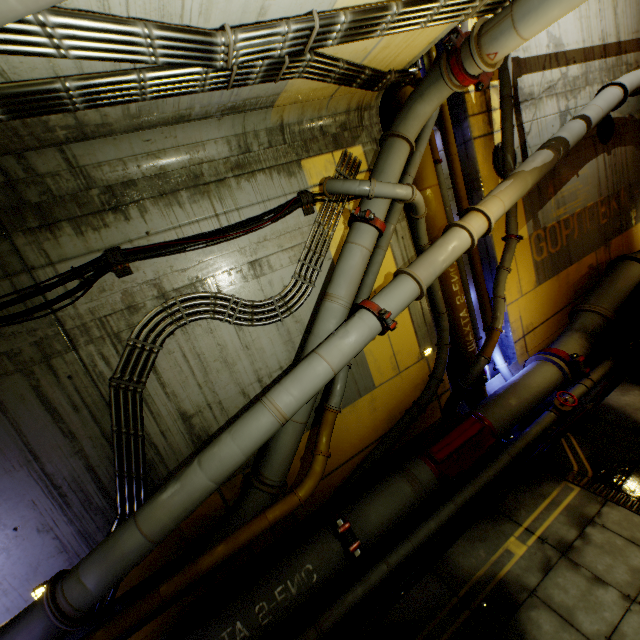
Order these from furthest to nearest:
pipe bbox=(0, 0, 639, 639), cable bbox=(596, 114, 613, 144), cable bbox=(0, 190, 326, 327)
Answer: cable bbox=(596, 114, 613, 144) < cable bbox=(0, 190, 326, 327) < pipe bbox=(0, 0, 639, 639)

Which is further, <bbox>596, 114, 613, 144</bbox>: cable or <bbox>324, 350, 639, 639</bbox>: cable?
<bbox>596, 114, 613, 144</bbox>: cable

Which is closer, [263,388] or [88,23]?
[88,23]

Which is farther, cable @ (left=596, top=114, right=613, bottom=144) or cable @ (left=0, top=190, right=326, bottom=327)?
cable @ (left=596, top=114, right=613, bottom=144)

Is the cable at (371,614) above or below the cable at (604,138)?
below

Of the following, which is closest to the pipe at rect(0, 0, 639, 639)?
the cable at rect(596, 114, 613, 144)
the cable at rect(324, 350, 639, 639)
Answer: the cable at rect(324, 350, 639, 639)

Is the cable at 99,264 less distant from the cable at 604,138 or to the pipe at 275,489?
the pipe at 275,489

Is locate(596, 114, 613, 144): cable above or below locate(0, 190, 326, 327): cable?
below
